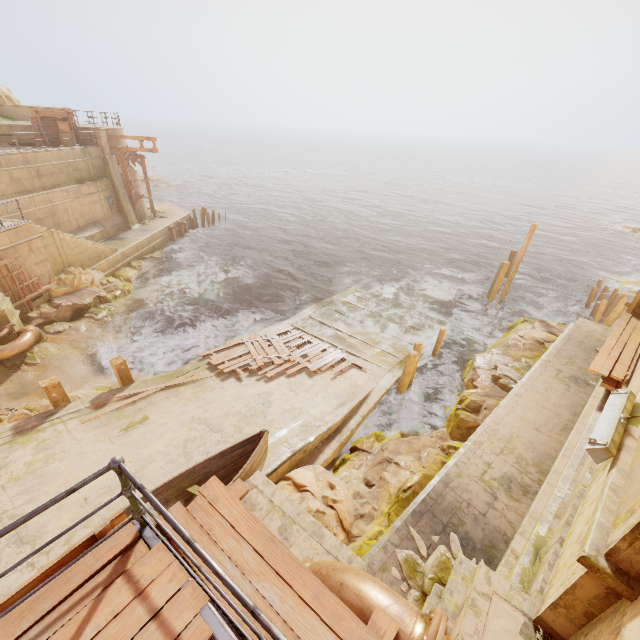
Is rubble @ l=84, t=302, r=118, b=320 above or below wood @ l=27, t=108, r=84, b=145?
below

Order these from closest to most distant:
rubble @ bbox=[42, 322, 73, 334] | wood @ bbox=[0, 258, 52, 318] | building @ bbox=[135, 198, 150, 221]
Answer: wood @ bbox=[0, 258, 52, 318] < rubble @ bbox=[42, 322, 73, 334] < building @ bbox=[135, 198, 150, 221]

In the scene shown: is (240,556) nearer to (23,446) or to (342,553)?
(342,553)

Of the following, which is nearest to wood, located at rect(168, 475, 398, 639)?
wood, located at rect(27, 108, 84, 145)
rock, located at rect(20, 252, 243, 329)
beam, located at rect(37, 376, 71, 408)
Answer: beam, located at rect(37, 376, 71, 408)

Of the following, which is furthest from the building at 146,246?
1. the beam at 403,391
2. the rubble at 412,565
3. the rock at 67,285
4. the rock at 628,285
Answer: the rock at 628,285

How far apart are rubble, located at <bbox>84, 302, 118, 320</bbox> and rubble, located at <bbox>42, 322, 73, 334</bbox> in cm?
64

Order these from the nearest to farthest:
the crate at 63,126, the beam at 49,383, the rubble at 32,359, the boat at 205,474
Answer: the boat at 205,474 < the beam at 49,383 < the rubble at 32,359 < the crate at 63,126

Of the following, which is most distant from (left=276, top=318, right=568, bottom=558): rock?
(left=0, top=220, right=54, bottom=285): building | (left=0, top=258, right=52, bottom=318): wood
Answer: (left=0, top=258, right=52, bottom=318): wood
